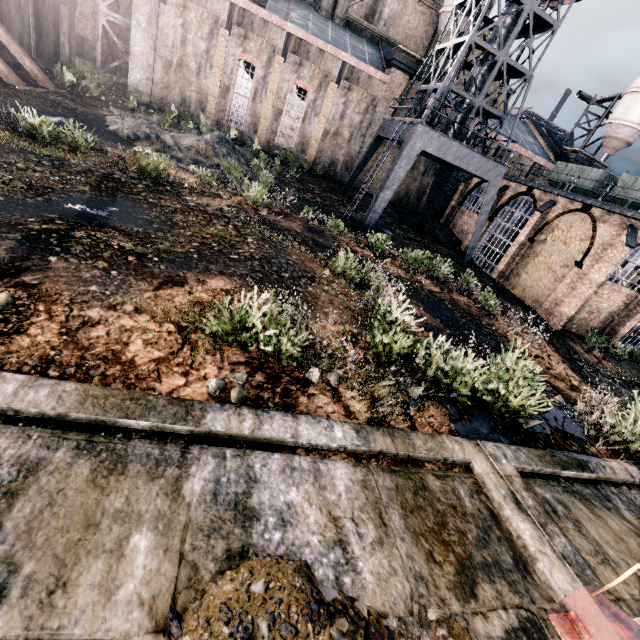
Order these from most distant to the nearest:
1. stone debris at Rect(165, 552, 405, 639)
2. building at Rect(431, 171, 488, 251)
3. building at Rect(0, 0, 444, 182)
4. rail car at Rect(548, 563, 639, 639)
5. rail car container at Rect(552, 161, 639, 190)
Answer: building at Rect(431, 171, 488, 251) < building at Rect(0, 0, 444, 182) < rail car container at Rect(552, 161, 639, 190) < rail car at Rect(548, 563, 639, 639) < stone debris at Rect(165, 552, 405, 639)

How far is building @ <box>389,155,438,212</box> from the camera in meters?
35.4 m

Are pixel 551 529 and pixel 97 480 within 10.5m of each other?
yes

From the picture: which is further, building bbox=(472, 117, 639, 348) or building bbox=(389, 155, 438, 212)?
building bbox=(389, 155, 438, 212)

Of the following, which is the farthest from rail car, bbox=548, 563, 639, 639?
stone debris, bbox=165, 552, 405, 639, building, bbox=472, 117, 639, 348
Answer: building, bbox=472, 117, 639, 348

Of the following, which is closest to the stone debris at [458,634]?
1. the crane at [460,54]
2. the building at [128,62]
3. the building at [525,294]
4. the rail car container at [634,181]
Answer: the building at [128,62]

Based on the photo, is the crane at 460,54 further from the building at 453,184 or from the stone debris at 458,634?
the stone debris at 458,634

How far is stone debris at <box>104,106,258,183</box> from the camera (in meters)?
20.00
